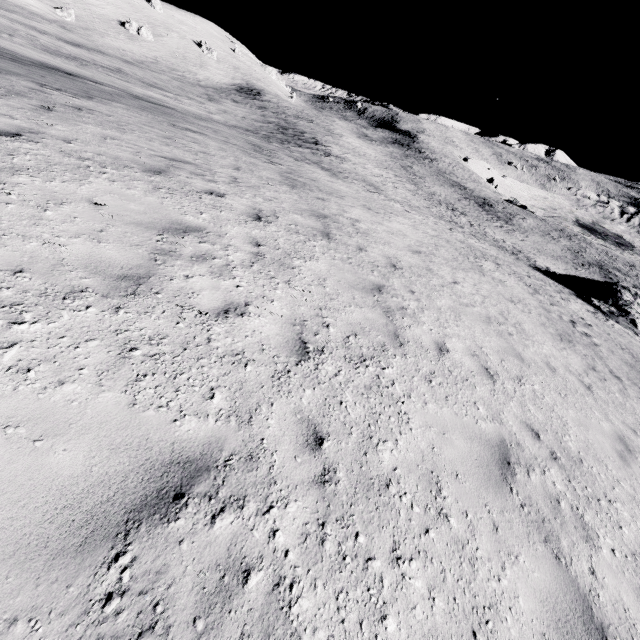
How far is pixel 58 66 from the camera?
21.1m
